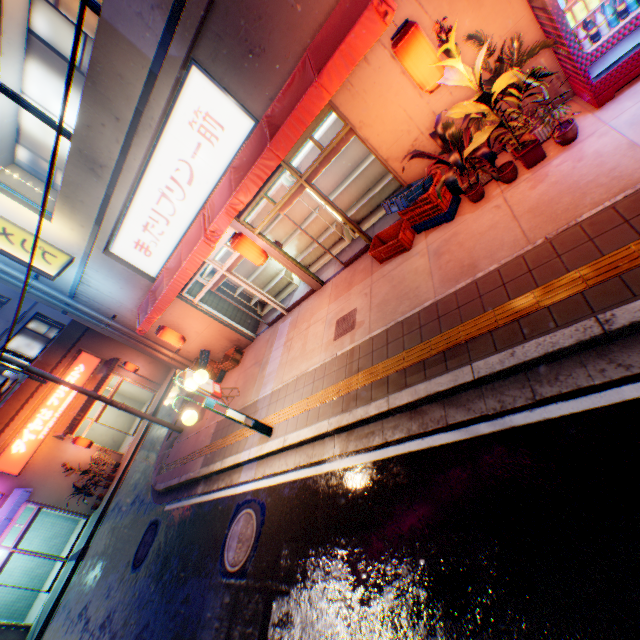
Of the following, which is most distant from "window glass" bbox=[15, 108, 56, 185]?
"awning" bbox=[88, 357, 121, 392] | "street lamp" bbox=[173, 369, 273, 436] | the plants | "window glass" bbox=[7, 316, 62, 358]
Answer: "window glass" bbox=[7, 316, 62, 358]

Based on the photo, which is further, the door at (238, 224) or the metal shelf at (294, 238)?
the metal shelf at (294, 238)

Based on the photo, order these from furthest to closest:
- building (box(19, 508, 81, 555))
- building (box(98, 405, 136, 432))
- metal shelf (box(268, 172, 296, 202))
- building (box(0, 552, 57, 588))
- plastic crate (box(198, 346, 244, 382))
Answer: building (box(98, 405, 136, 432)) → building (box(19, 508, 81, 555)) → building (box(0, 552, 57, 588)) → plastic crate (box(198, 346, 244, 382)) → metal shelf (box(268, 172, 296, 202))

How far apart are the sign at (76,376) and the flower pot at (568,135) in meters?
23.6

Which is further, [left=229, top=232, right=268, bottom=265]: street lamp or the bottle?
[left=229, top=232, right=268, bottom=265]: street lamp

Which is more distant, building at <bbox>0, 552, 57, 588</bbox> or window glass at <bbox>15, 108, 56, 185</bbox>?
building at <bbox>0, 552, 57, 588</bbox>

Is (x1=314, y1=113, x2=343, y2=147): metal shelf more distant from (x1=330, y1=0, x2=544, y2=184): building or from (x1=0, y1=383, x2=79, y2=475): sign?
(x1=0, y1=383, x2=79, y2=475): sign

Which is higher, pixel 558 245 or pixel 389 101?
pixel 389 101
